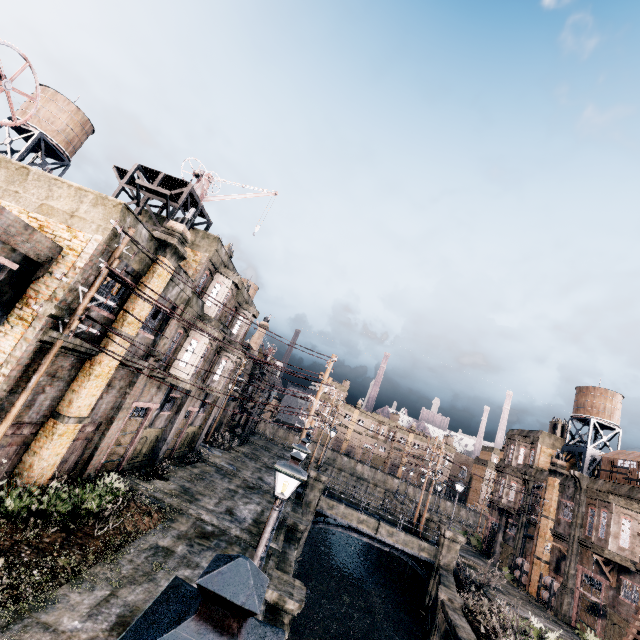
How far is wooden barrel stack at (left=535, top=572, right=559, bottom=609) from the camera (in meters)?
28.30

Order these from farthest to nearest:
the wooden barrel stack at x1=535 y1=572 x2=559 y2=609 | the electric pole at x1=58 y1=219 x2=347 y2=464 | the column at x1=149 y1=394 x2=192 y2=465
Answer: the wooden barrel stack at x1=535 y1=572 x2=559 y2=609
the column at x1=149 y1=394 x2=192 y2=465
the electric pole at x1=58 y1=219 x2=347 y2=464

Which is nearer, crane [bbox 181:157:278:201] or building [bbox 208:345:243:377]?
crane [bbox 181:157:278:201]

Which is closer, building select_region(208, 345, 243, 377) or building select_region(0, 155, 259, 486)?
building select_region(0, 155, 259, 486)

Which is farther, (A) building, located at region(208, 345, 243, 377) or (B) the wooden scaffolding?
(A) building, located at region(208, 345, 243, 377)

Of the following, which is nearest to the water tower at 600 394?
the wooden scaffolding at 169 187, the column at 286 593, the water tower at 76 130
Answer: the column at 286 593

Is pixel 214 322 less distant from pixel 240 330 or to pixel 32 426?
pixel 240 330

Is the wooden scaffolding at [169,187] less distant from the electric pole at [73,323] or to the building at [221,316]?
the building at [221,316]
